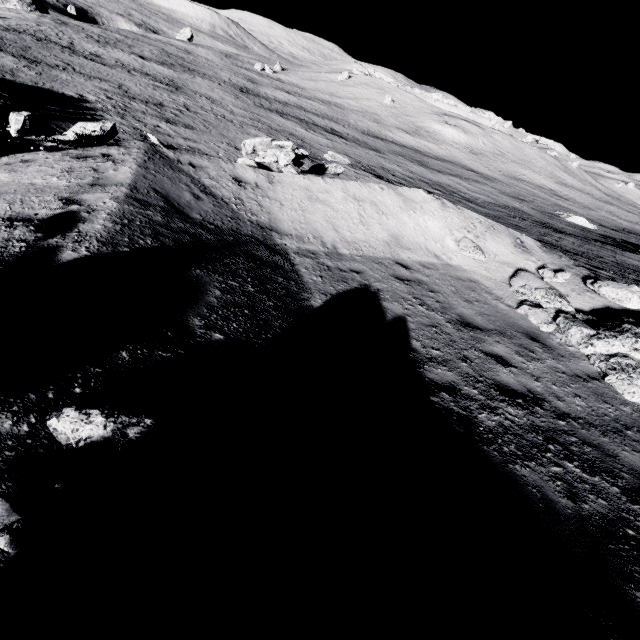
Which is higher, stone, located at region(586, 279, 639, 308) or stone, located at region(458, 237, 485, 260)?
stone, located at region(586, 279, 639, 308)

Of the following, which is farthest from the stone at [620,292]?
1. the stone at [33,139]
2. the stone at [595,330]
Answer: the stone at [33,139]

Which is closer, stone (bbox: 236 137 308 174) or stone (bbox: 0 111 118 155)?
stone (bbox: 0 111 118 155)

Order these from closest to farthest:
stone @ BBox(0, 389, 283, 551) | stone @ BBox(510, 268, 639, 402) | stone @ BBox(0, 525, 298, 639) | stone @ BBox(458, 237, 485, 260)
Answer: stone @ BBox(0, 525, 298, 639), stone @ BBox(0, 389, 283, 551), stone @ BBox(510, 268, 639, 402), stone @ BBox(458, 237, 485, 260)

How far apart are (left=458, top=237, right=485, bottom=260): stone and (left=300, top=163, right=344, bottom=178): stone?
6.9 meters

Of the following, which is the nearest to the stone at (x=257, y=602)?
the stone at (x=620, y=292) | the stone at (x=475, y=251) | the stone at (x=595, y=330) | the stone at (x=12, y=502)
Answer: the stone at (x=12, y=502)

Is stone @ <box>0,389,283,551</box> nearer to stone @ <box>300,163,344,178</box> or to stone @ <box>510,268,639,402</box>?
stone @ <box>510,268,639,402</box>

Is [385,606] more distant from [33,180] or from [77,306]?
[33,180]
